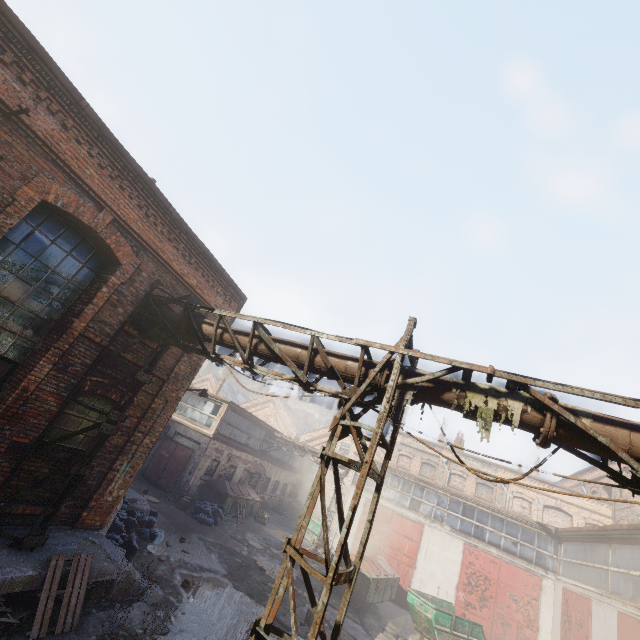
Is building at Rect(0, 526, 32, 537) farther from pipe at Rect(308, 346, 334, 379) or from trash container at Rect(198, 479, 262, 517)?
trash container at Rect(198, 479, 262, 517)

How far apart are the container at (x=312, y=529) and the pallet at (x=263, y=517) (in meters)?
3.51

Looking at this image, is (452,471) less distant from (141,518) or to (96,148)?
(141,518)

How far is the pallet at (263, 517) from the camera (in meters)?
22.36

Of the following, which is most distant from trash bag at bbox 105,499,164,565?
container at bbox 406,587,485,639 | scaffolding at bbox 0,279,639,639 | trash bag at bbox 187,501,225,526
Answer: container at bbox 406,587,485,639

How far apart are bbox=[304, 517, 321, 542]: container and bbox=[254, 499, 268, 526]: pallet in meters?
3.5 m

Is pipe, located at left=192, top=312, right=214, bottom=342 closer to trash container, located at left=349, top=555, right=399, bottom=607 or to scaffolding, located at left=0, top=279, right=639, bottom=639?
scaffolding, located at left=0, top=279, right=639, bottom=639

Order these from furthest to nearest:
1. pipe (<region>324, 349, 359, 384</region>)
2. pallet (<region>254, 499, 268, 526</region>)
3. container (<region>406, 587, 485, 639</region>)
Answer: pallet (<region>254, 499, 268, 526</region>) → container (<region>406, 587, 485, 639</region>) → pipe (<region>324, 349, 359, 384</region>)
